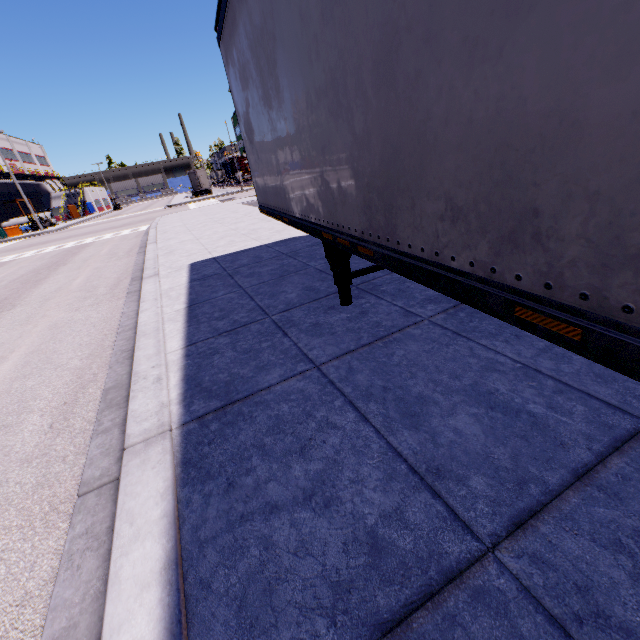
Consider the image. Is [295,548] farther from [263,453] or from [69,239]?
[69,239]

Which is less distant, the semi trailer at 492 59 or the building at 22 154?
the semi trailer at 492 59

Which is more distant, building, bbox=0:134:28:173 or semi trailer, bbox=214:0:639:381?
building, bbox=0:134:28:173

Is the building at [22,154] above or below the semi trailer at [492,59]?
above

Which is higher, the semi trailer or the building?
the building
